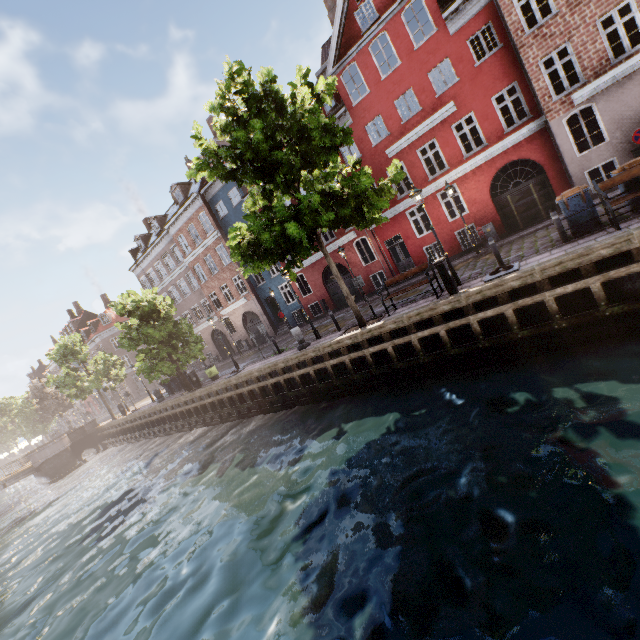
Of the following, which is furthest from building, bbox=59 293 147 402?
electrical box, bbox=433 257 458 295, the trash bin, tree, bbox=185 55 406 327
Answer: electrical box, bbox=433 257 458 295

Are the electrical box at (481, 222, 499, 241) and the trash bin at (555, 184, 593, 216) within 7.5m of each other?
yes

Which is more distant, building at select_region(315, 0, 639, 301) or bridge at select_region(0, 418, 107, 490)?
bridge at select_region(0, 418, 107, 490)

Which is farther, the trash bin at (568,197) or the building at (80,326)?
the building at (80,326)

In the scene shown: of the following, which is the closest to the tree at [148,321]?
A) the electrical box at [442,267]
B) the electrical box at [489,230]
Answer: the electrical box at [442,267]

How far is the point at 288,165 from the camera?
10.35m

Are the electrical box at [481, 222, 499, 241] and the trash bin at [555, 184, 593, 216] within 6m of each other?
no

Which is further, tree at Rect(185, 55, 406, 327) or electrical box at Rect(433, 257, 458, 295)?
electrical box at Rect(433, 257, 458, 295)
